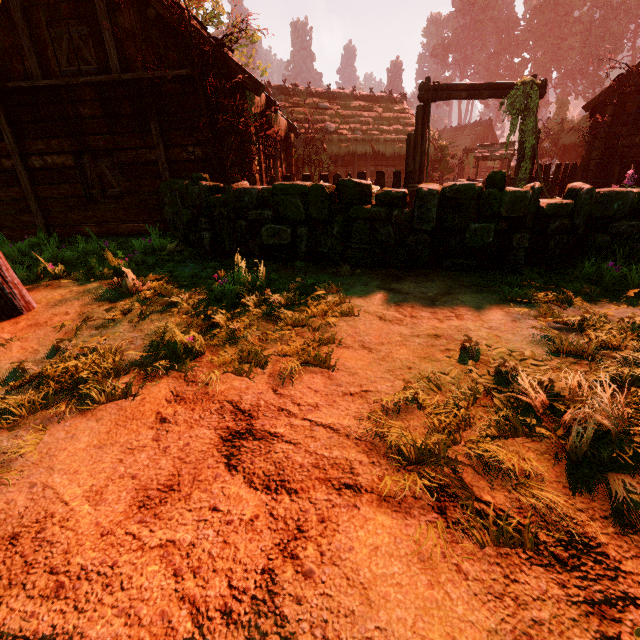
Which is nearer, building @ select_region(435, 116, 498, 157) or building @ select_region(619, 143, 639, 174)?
building @ select_region(619, 143, 639, 174)

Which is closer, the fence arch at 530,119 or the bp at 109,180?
the bp at 109,180

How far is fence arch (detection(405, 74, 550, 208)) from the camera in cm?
926

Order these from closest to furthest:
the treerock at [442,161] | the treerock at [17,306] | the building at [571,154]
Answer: the treerock at [17,306]
the building at [571,154]
the treerock at [442,161]

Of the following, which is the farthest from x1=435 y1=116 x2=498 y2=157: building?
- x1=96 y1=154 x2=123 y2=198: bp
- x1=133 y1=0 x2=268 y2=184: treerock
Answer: x1=96 y1=154 x2=123 y2=198: bp

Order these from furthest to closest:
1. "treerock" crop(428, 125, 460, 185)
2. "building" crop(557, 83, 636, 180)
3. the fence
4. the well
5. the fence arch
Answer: "treerock" crop(428, 125, 460, 185)
the well
"building" crop(557, 83, 636, 180)
the fence
the fence arch

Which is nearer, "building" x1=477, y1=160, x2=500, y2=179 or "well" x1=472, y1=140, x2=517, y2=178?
"well" x1=472, y1=140, x2=517, y2=178

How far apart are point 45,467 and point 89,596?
0.84m
